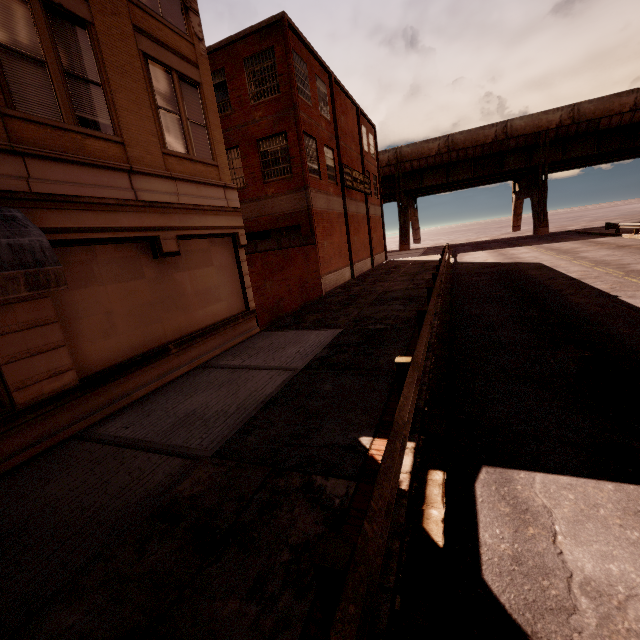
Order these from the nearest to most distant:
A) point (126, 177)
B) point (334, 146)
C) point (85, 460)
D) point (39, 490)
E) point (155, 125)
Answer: point (39, 490), point (85, 460), point (126, 177), point (155, 125), point (334, 146)

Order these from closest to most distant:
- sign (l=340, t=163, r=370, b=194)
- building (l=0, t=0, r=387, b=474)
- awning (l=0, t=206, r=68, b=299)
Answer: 1. awning (l=0, t=206, r=68, b=299)
2. building (l=0, t=0, r=387, b=474)
3. sign (l=340, t=163, r=370, b=194)

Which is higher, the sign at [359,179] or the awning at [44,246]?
the sign at [359,179]

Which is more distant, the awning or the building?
the building

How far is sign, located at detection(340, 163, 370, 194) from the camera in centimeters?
2305cm

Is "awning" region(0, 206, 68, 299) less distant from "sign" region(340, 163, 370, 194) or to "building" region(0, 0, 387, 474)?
"building" region(0, 0, 387, 474)

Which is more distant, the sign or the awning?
the sign

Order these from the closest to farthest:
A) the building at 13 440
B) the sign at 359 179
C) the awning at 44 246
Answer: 1. the awning at 44 246
2. the building at 13 440
3. the sign at 359 179
